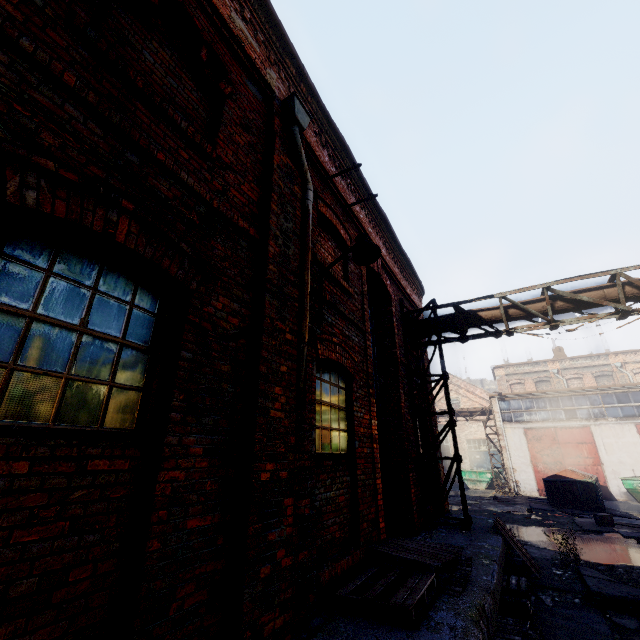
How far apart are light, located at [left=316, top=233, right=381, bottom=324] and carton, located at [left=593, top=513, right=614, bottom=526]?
14.61m

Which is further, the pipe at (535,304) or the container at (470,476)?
the container at (470,476)

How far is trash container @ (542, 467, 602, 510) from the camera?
16.0m

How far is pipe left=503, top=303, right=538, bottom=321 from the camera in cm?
831

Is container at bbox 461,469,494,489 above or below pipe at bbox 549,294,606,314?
below

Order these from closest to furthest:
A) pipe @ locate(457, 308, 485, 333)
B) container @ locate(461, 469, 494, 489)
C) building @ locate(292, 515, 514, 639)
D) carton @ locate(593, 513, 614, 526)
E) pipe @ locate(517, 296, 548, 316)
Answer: building @ locate(292, 515, 514, 639)
pipe @ locate(517, 296, 548, 316)
pipe @ locate(457, 308, 485, 333)
carton @ locate(593, 513, 614, 526)
container @ locate(461, 469, 494, 489)

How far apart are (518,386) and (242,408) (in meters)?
34.68

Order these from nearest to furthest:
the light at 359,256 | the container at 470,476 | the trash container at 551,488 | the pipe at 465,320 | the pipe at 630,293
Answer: the light at 359,256
the pipe at 630,293
the pipe at 465,320
the trash container at 551,488
the container at 470,476
